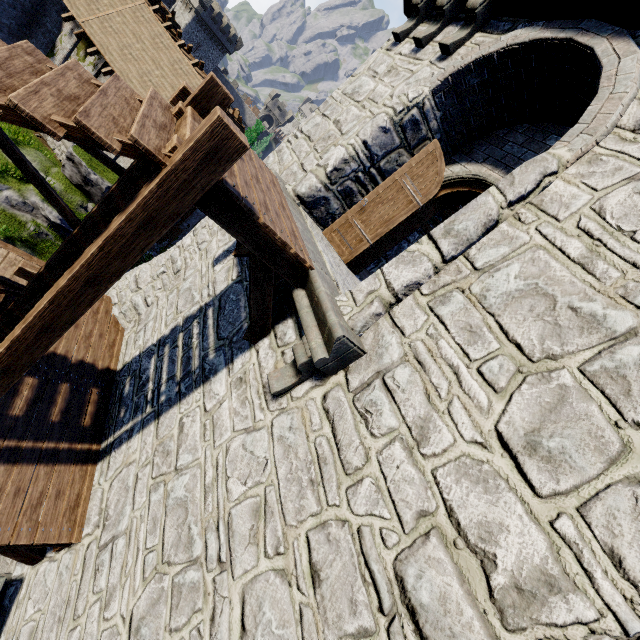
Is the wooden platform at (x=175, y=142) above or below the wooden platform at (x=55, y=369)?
above

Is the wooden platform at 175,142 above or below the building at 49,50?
above

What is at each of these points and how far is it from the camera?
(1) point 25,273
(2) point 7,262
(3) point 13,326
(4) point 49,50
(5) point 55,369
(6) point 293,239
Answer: (1) wooden platform, 7.6 meters
(2) walkway, 10.9 meters
(3) stairs, 5.3 meters
(4) building, 18.3 meters
(5) wooden platform, 6.7 meters
(6) wooden platform, 4.2 meters

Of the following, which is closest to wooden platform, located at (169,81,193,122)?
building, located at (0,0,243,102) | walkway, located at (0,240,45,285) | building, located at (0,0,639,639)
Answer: building, located at (0,0,639,639)

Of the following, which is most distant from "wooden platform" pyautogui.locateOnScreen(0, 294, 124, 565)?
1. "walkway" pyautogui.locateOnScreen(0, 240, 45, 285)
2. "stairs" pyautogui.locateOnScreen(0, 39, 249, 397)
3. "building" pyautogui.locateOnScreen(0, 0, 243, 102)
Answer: "building" pyautogui.locateOnScreen(0, 0, 243, 102)

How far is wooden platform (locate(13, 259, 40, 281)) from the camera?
7.54m

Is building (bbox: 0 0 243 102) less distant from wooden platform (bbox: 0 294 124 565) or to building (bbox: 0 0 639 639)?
building (bbox: 0 0 639 639)

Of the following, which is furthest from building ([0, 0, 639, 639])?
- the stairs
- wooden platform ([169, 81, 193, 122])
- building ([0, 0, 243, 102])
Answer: building ([0, 0, 243, 102])
